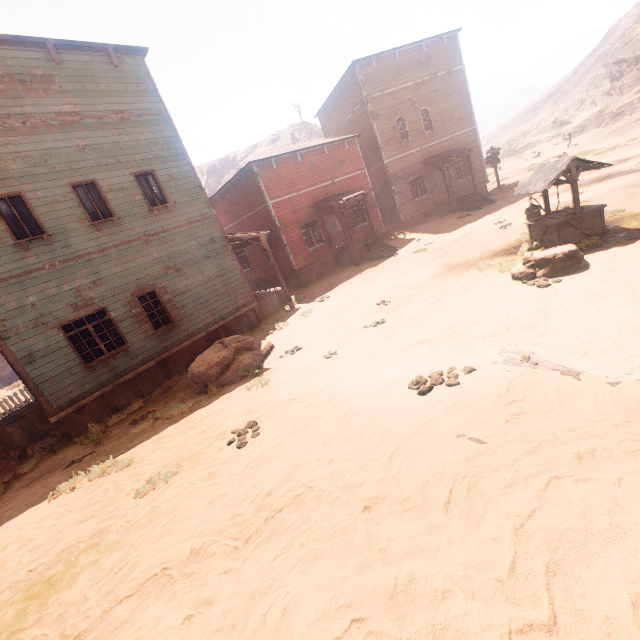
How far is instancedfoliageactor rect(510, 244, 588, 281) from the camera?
7.7m

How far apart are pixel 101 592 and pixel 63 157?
12.0m

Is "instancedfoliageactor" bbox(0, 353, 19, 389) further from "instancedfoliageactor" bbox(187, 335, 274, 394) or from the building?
"instancedfoliageactor" bbox(187, 335, 274, 394)

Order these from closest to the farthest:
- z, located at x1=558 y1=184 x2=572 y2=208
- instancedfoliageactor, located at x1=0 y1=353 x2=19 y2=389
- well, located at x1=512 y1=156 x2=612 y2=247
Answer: well, located at x1=512 y1=156 x2=612 y2=247, z, located at x1=558 y1=184 x2=572 y2=208, instancedfoliageactor, located at x1=0 y1=353 x2=19 y2=389

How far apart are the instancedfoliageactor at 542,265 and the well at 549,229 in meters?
0.7 m

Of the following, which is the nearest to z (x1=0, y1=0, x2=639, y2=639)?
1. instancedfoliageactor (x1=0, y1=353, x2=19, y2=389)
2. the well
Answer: the well

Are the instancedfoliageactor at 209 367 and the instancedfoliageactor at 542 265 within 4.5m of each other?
no
